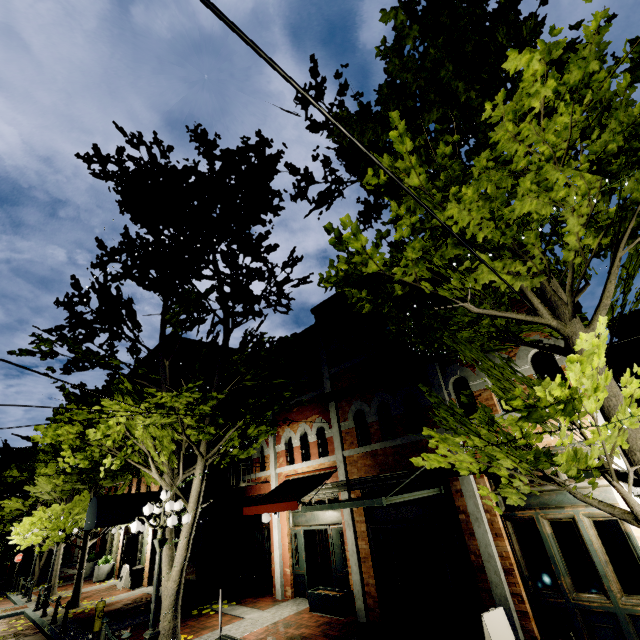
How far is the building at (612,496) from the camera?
5.8m

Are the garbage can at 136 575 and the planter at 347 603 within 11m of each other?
no

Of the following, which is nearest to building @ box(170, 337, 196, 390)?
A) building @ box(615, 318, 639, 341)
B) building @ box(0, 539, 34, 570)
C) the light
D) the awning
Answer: the awning

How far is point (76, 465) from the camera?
15.40m

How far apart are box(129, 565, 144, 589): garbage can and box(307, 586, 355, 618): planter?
11.92m

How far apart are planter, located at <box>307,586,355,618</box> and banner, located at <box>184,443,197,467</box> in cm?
744

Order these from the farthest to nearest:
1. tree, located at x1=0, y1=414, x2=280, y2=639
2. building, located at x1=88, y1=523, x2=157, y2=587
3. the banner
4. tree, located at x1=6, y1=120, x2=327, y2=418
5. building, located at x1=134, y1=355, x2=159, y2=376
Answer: building, located at x1=134, y1=355, x2=159, y2=376
building, located at x1=88, y1=523, x2=157, y2=587
the banner
tree, located at x1=6, y1=120, x2=327, y2=418
tree, located at x1=0, y1=414, x2=280, y2=639
